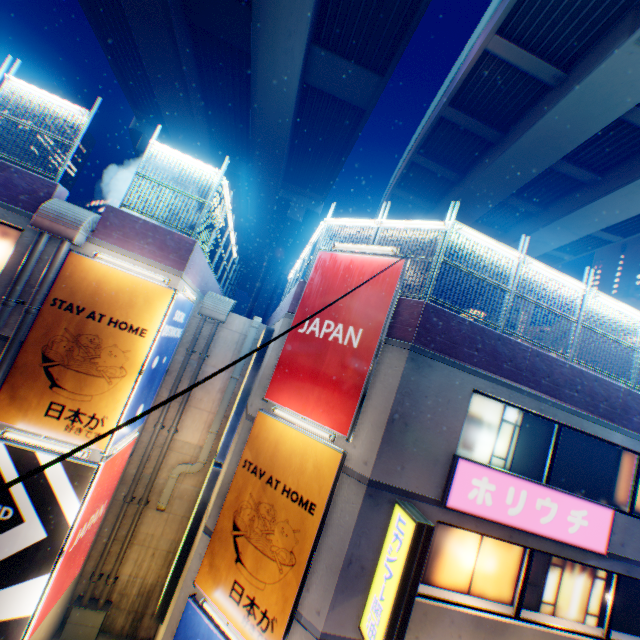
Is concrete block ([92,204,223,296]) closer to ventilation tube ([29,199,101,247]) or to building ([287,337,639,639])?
ventilation tube ([29,199,101,247])

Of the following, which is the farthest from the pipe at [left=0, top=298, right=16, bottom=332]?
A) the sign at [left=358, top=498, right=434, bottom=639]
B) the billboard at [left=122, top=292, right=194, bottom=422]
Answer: the sign at [left=358, top=498, right=434, bottom=639]

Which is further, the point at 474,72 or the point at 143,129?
the point at 143,129

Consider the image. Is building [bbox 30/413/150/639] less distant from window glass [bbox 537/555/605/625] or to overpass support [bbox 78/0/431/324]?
overpass support [bbox 78/0/431/324]

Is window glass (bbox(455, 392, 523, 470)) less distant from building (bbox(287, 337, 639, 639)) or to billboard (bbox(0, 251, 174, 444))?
building (bbox(287, 337, 639, 639))

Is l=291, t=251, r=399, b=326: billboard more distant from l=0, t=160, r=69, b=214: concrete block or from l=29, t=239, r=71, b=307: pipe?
l=0, t=160, r=69, b=214: concrete block

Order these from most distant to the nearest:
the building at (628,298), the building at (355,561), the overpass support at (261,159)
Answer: the building at (628,298)
the overpass support at (261,159)
the building at (355,561)

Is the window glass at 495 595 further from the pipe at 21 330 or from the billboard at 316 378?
the pipe at 21 330
